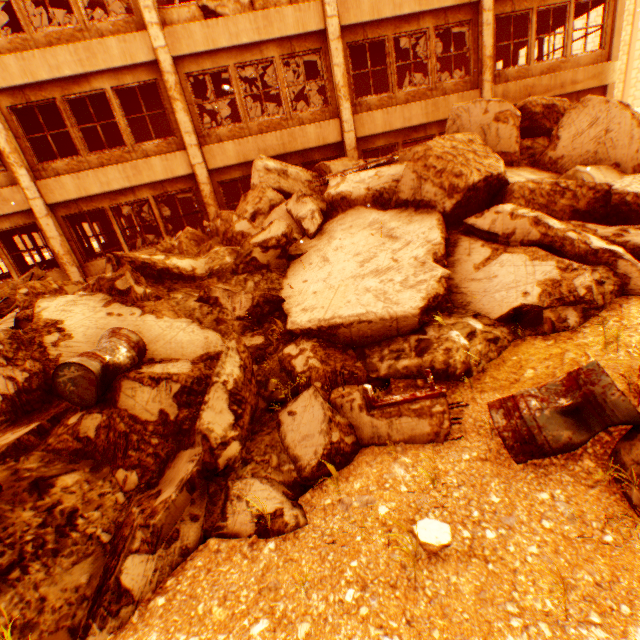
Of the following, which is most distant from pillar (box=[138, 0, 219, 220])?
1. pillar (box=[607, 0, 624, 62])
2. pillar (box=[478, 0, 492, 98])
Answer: pillar (box=[607, 0, 624, 62])

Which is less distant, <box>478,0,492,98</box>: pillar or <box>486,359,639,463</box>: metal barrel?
<box>486,359,639,463</box>: metal barrel

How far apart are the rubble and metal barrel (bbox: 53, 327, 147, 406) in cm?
324

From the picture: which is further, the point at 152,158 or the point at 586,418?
the point at 152,158

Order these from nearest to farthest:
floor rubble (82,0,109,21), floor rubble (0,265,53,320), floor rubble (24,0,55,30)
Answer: floor rubble (0,265,53,320)
floor rubble (24,0,55,30)
floor rubble (82,0,109,21)

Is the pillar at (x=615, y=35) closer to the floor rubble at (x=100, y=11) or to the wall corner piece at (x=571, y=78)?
the wall corner piece at (x=571, y=78)

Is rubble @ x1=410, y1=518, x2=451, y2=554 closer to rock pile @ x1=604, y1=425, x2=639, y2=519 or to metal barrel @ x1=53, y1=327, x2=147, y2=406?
rock pile @ x1=604, y1=425, x2=639, y2=519

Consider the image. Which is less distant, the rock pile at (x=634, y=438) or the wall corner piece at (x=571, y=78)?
the rock pile at (x=634, y=438)
